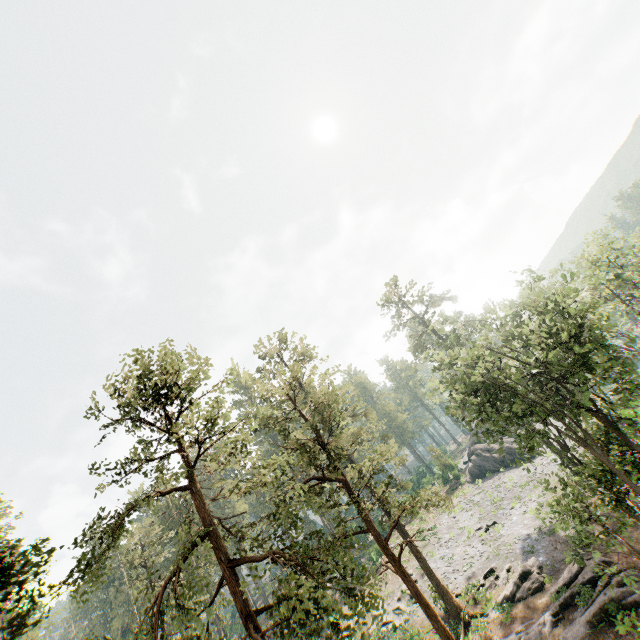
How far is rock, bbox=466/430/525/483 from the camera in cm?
4588

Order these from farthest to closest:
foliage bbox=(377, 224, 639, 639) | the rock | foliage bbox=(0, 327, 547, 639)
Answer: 1. the rock
2. foliage bbox=(377, 224, 639, 639)
3. foliage bbox=(0, 327, 547, 639)

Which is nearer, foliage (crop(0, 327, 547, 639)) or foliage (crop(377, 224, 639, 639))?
foliage (crop(0, 327, 547, 639))

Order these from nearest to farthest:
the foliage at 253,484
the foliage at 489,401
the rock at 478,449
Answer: the foliage at 253,484, the foliage at 489,401, the rock at 478,449

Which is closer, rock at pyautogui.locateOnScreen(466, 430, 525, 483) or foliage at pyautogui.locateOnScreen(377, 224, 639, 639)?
foliage at pyautogui.locateOnScreen(377, 224, 639, 639)

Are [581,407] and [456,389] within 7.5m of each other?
yes

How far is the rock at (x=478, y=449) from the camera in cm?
4588
